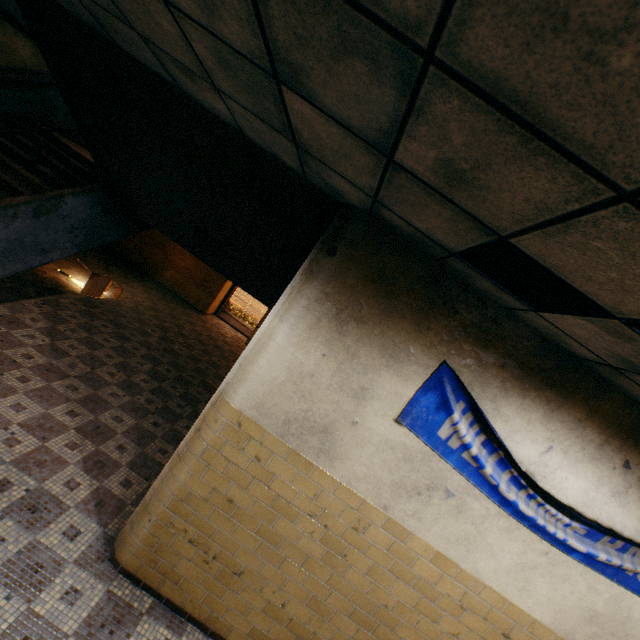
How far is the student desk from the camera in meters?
7.2

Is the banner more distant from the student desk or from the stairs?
the student desk

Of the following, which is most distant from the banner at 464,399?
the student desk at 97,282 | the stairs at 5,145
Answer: the student desk at 97,282

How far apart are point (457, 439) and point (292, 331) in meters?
1.7

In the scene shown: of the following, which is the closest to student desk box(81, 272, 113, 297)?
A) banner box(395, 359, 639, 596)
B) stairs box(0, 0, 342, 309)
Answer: stairs box(0, 0, 342, 309)
